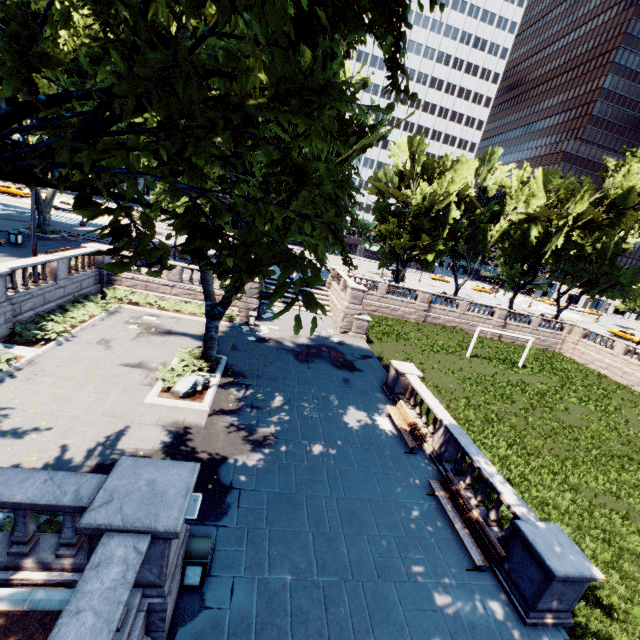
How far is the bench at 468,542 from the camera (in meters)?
8.84

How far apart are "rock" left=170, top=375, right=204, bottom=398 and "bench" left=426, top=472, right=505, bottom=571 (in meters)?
9.74

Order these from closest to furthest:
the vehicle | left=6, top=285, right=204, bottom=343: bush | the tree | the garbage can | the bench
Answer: the tree < the garbage can < the bench < left=6, top=285, right=204, bottom=343: bush < the vehicle

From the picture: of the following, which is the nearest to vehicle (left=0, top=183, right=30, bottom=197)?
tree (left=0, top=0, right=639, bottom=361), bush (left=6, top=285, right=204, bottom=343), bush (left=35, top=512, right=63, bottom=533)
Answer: tree (left=0, top=0, right=639, bottom=361)

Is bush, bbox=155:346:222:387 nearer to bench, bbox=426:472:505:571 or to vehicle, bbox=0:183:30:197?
bench, bbox=426:472:505:571

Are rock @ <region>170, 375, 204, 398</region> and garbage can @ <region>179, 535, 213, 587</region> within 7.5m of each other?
yes

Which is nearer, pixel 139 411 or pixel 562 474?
pixel 139 411

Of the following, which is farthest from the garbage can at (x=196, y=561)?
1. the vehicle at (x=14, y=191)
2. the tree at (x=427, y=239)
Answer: the vehicle at (x=14, y=191)
